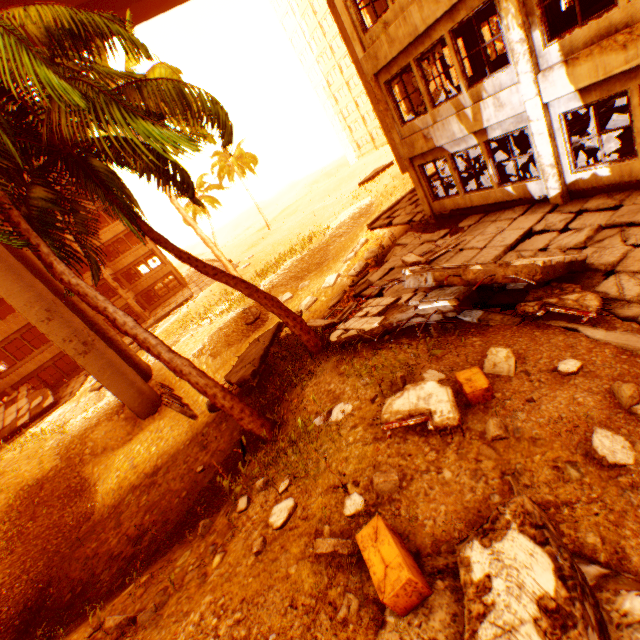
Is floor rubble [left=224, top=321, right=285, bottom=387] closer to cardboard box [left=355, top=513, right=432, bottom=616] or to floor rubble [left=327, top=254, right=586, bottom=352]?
floor rubble [left=327, top=254, right=586, bottom=352]

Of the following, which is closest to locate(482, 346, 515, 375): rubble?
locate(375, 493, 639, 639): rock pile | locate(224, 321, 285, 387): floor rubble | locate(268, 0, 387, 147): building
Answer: locate(375, 493, 639, 639): rock pile

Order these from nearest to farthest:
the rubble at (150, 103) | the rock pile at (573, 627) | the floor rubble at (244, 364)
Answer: the rock pile at (573, 627) → the rubble at (150, 103) → the floor rubble at (244, 364)

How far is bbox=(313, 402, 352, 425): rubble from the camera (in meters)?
5.79

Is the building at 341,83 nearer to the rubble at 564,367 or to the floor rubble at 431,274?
the rubble at 564,367

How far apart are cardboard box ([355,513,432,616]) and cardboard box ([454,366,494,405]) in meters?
2.1 m

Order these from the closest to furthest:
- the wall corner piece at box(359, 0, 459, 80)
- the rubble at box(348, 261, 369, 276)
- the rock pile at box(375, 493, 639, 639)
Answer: the rock pile at box(375, 493, 639, 639) → the wall corner piece at box(359, 0, 459, 80) → the rubble at box(348, 261, 369, 276)

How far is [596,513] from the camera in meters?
3.1 m
